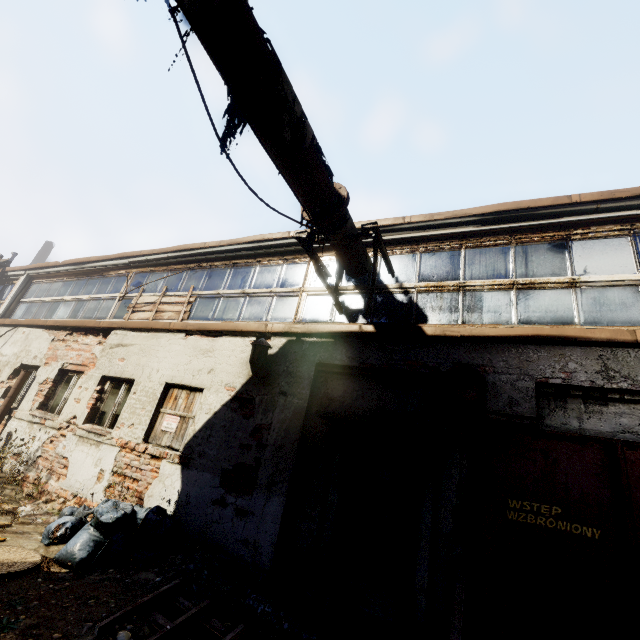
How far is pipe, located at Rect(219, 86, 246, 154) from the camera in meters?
3.4

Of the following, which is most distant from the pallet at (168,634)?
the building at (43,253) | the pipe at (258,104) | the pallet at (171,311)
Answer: the building at (43,253)

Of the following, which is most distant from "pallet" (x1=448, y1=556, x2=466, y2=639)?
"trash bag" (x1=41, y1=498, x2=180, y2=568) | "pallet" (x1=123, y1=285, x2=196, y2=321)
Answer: "pallet" (x1=123, y1=285, x2=196, y2=321)

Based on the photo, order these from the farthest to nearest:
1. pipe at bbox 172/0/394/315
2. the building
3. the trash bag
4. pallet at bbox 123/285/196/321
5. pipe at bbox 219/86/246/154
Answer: the building
pallet at bbox 123/285/196/321
the trash bag
pipe at bbox 219/86/246/154
pipe at bbox 172/0/394/315

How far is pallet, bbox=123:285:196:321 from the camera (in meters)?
7.83

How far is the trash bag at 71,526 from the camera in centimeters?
422cm

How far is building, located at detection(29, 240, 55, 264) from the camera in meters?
31.9

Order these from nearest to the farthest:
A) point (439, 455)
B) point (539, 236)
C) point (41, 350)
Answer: point (439, 455) < point (539, 236) < point (41, 350)
